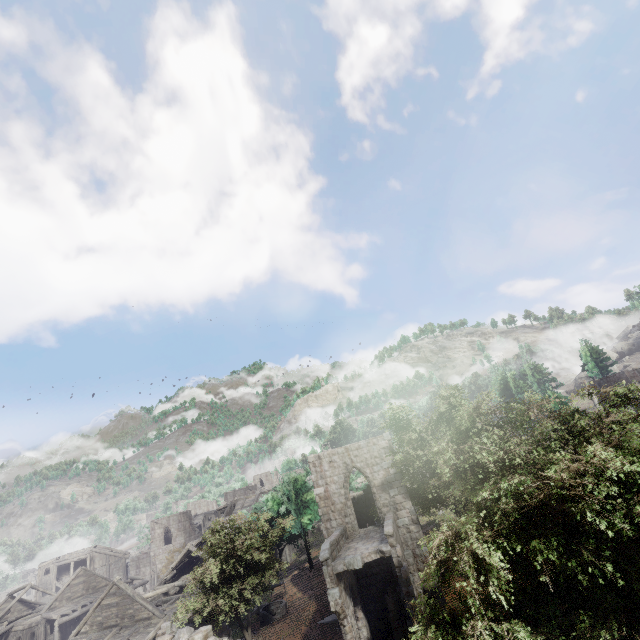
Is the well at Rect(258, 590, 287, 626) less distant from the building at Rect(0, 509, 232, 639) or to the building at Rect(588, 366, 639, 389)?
the building at Rect(0, 509, 232, 639)

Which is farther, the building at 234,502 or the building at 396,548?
the building at 234,502

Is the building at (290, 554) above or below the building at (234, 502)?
below

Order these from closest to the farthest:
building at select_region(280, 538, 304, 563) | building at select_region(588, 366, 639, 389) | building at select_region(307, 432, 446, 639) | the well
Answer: building at select_region(307, 432, 446, 639), the well, building at select_region(588, 366, 639, 389), building at select_region(280, 538, 304, 563)

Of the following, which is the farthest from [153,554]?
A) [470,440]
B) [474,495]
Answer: [470,440]

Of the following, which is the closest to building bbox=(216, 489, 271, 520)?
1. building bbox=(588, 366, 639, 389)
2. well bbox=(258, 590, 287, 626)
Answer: well bbox=(258, 590, 287, 626)

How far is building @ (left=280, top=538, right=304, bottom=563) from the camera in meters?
42.8
